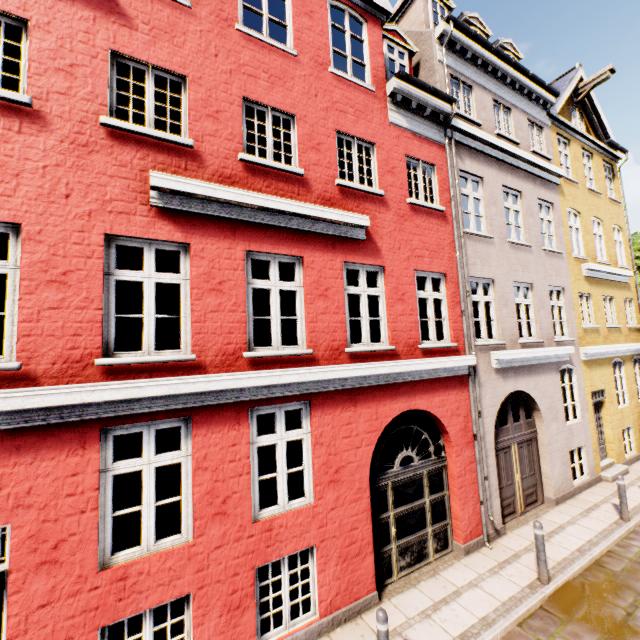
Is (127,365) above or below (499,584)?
above
